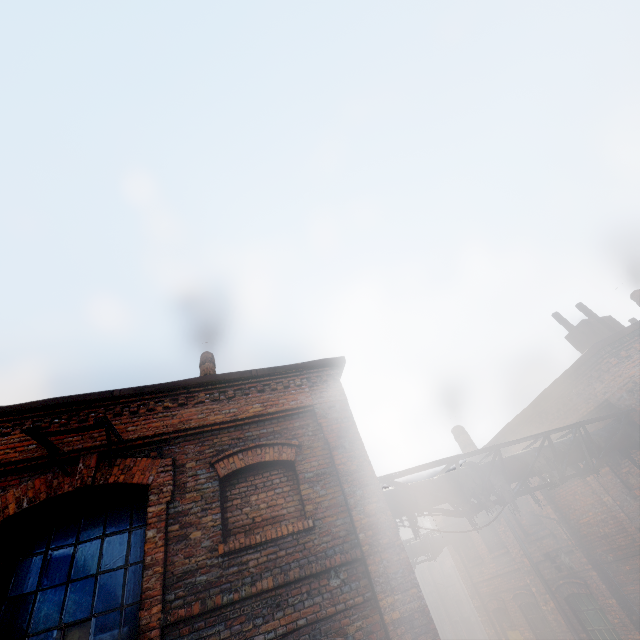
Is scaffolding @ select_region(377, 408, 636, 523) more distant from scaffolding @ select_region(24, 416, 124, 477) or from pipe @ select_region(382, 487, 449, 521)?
scaffolding @ select_region(24, 416, 124, 477)

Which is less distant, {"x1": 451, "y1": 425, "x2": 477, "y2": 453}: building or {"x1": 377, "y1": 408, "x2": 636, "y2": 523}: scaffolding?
{"x1": 377, "y1": 408, "x2": 636, "y2": 523}: scaffolding

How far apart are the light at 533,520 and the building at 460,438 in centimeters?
536cm

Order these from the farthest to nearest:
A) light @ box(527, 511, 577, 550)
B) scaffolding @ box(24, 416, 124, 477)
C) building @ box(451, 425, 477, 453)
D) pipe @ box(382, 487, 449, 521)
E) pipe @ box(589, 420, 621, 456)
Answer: building @ box(451, 425, 477, 453), light @ box(527, 511, 577, 550), pipe @ box(589, 420, 621, 456), pipe @ box(382, 487, 449, 521), scaffolding @ box(24, 416, 124, 477)

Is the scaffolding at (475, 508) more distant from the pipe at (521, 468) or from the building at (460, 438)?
the building at (460, 438)

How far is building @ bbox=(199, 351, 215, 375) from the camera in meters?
10.2 m

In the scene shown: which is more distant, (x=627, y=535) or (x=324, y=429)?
(x=627, y=535)

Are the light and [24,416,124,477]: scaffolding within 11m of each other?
no
